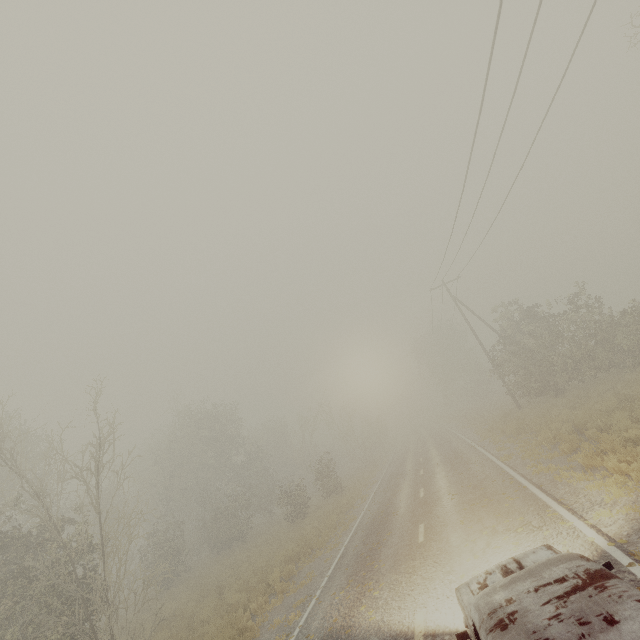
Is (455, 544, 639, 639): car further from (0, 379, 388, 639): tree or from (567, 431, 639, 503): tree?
(0, 379, 388, 639): tree

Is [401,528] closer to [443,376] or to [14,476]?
[14,476]

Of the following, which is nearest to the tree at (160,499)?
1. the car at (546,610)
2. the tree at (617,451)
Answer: the car at (546,610)

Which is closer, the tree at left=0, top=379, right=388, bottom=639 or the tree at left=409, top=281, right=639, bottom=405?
the tree at left=0, top=379, right=388, bottom=639

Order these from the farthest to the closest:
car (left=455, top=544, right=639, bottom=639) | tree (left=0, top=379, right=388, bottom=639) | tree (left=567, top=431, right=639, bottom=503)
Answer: tree (left=0, top=379, right=388, bottom=639) < tree (left=567, top=431, right=639, bottom=503) < car (left=455, top=544, right=639, bottom=639)

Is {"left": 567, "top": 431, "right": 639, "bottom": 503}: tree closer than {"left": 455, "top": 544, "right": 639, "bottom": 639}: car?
No

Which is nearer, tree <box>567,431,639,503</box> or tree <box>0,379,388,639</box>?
tree <box>567,431,639,503</box>
